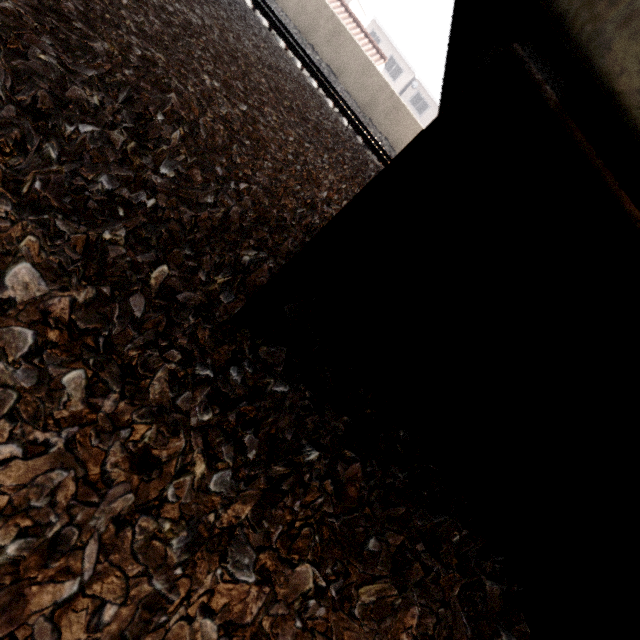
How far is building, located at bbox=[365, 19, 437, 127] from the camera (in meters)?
36.88

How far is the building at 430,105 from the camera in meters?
36.9 m

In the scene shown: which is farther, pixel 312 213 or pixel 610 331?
pixel 312 213

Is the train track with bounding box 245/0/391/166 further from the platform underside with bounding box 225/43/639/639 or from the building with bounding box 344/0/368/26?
the building with bounding box 344/0/368/26

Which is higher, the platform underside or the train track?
the platform underside

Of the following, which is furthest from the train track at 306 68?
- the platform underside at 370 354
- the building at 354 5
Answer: the building at 354 5

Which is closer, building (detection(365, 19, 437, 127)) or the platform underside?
the platform underside
